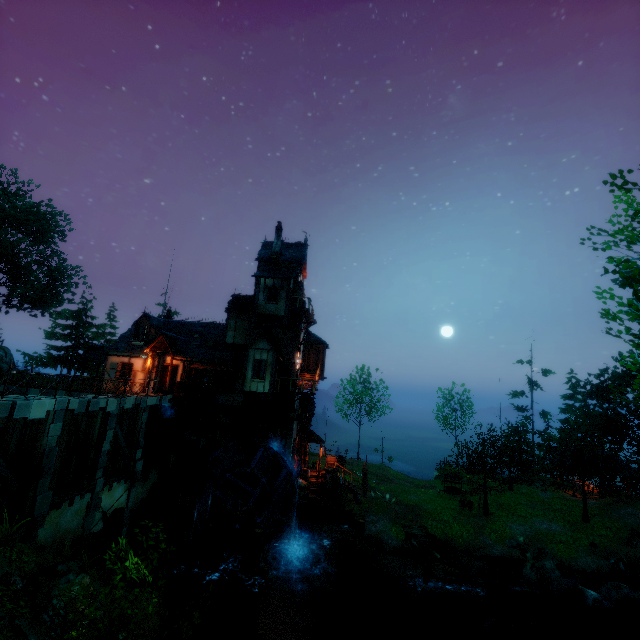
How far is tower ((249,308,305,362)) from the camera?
24.47m

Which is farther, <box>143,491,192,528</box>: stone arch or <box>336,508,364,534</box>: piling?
<box>336,508,364,534</box>: piling

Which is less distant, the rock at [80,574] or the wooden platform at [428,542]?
the rock at [80,574]

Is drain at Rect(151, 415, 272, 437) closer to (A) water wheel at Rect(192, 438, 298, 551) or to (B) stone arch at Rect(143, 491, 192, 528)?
(A) water wheel at Rect(192, 438, 298, 551)

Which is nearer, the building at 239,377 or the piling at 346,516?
the building at 239,377

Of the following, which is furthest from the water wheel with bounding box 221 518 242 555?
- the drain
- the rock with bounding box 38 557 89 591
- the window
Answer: the rock with bounding box 38 557 89 591

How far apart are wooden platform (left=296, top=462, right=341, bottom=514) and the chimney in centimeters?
1749cm

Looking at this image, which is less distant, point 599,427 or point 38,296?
point 599,427
